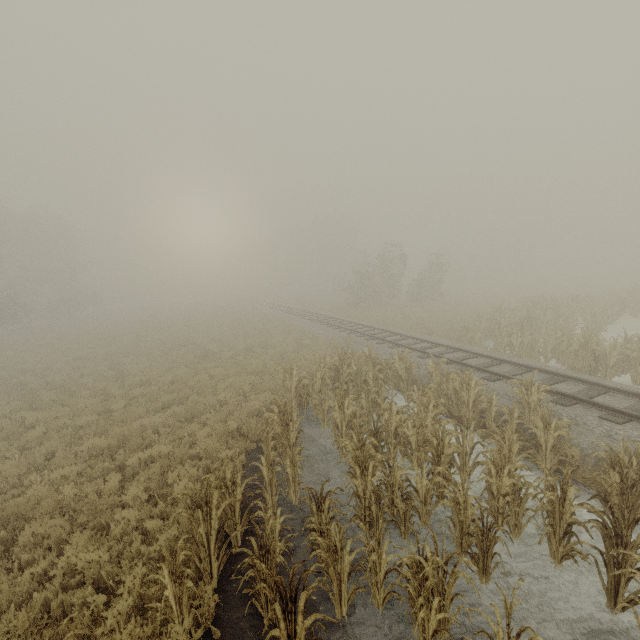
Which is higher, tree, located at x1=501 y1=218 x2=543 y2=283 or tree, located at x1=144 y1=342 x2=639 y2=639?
tree, located at x1=501 y1=218 x2=543 y2=283

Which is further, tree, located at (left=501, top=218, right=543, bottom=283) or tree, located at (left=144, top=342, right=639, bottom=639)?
tree, located at (left=501, top=218, right=543, bottom=283)

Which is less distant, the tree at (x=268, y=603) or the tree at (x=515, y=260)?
the tree at (x=268, y=603)

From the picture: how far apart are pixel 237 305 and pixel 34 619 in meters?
49.8

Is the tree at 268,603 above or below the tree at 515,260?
below

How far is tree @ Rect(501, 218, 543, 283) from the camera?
52.3m
